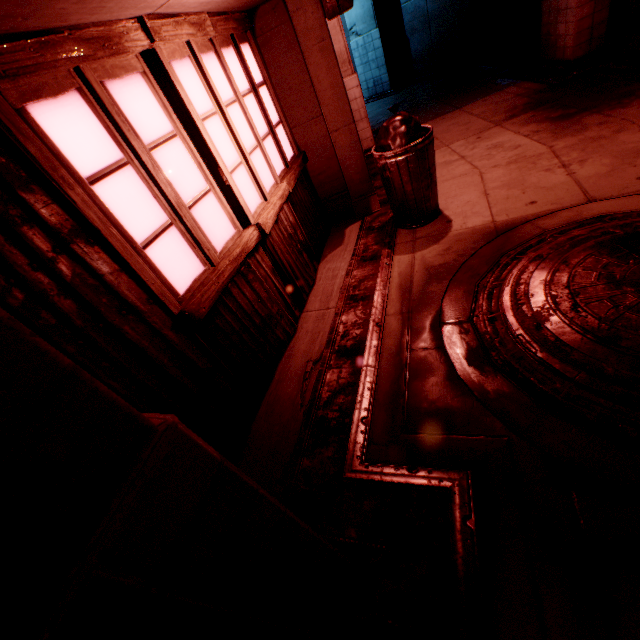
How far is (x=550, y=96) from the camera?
5.65m

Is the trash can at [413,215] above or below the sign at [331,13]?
below

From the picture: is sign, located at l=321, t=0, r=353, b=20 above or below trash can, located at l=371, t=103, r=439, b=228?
above

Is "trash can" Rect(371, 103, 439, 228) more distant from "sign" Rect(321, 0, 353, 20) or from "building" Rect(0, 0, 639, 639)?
"sign" Rect(321, 0, 353, 20)

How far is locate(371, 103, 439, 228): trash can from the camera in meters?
3.5 m

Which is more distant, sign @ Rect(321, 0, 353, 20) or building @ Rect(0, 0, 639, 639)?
sign @ Rect(321, 0, 353, 20)

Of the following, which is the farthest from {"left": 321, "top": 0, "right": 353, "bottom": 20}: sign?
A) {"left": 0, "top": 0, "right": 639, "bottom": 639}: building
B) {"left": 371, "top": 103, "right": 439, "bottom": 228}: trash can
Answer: {"left": 371, "top": 103, "right": 439, "bottom": 228}: trash can

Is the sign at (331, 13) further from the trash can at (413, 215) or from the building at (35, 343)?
the trash can at (413, 215)
